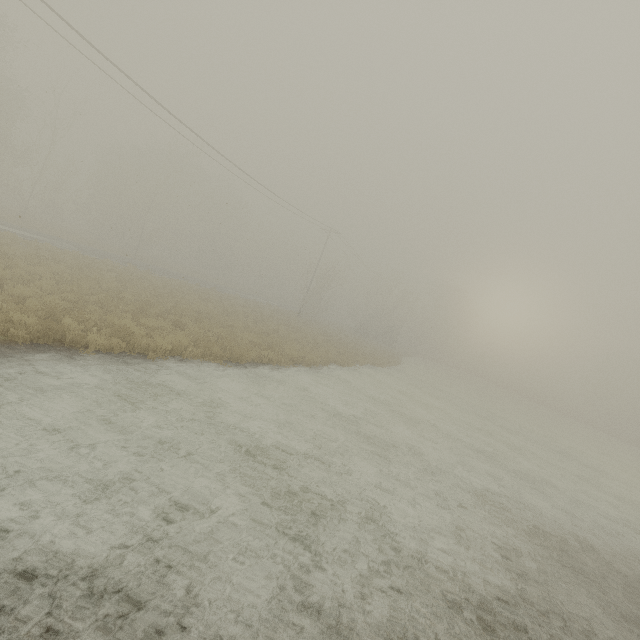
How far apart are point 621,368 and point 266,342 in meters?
72.4 m
